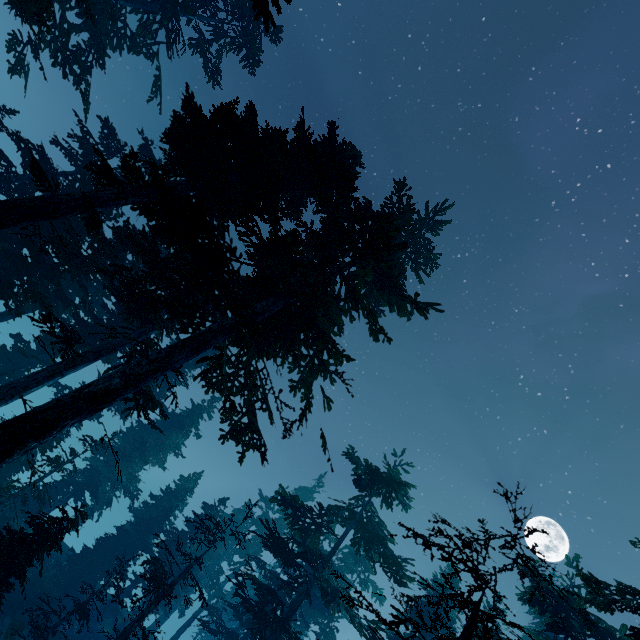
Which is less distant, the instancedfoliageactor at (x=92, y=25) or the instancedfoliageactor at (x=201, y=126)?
the instancedfoliageactor at (x=201, y=126)

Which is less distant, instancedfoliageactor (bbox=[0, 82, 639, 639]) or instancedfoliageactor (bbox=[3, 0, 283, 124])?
instancedfoliageactor (bbox=[0, 82, 639, 639])

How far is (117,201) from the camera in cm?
1138
